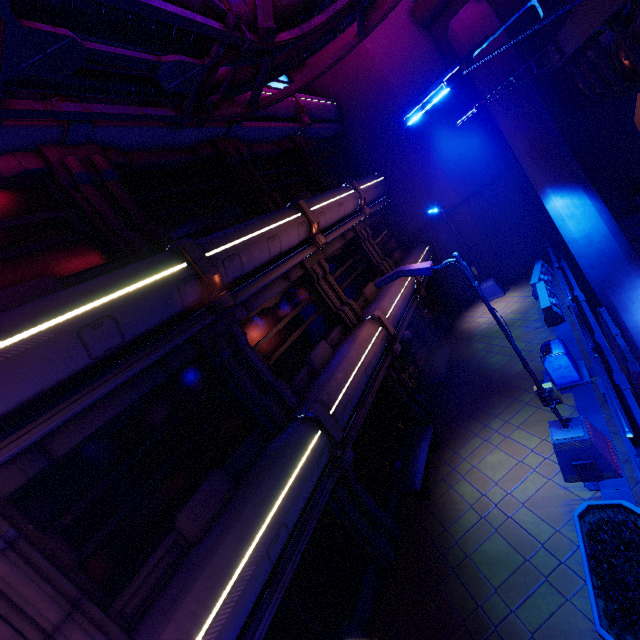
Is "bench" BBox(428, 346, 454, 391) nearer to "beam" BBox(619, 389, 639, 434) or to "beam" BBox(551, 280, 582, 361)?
"beam" BBox(551, 280, 582, 361)

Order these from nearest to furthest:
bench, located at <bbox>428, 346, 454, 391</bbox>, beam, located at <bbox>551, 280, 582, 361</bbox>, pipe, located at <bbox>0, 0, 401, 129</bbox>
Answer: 1. pipe, located at <bbox>0, 0, 401, 129</bbox>
2. beam, located at <bbox>551, 280, 582, 361</bbox>
3. bench, located at <bbox>428, 346, 454, 391</bbox>

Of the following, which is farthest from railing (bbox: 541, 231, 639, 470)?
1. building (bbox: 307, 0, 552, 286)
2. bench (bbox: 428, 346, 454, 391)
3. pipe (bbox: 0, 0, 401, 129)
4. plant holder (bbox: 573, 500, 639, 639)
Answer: pipe (bbox: 0, 0, 401, 129)

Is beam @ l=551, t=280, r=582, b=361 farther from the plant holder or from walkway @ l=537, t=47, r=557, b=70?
walkway @ l=537, t=47, r=557, b=70

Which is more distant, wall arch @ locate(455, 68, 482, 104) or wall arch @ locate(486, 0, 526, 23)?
wall arch @ locate(455, 68, 482, 104)

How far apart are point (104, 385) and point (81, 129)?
5.4m

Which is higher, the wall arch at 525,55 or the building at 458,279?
the wall arch at 525,55

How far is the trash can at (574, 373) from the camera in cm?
921
